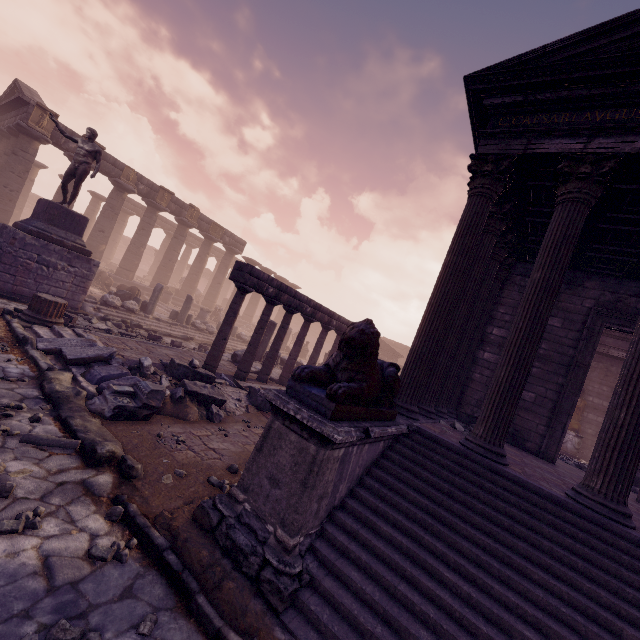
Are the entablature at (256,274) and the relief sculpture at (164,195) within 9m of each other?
no

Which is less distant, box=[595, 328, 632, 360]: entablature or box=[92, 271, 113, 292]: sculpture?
box=[595, 328, 632, 360]: entablature

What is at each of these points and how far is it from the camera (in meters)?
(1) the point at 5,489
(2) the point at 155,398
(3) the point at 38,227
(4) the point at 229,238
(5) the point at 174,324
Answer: (1) stone, 3.02
(2) building debris, 5.45
(3) pedestal, 10.16
(4) entablature, 26.08
(5) building debris, 15.27

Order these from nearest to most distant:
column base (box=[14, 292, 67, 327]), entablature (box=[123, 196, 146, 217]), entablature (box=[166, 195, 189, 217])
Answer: column base (box=[14, 292, 67, 327]) < entablature (box=[166, 195, 189, 217]) < entablature (box=[123, 196, 146, 217])

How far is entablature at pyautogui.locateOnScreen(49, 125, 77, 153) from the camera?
16.34m

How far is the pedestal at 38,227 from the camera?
10.17m

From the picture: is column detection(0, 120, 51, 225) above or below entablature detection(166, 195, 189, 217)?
below

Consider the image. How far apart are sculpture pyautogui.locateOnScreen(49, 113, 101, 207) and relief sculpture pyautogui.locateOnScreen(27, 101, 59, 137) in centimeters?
781cm
